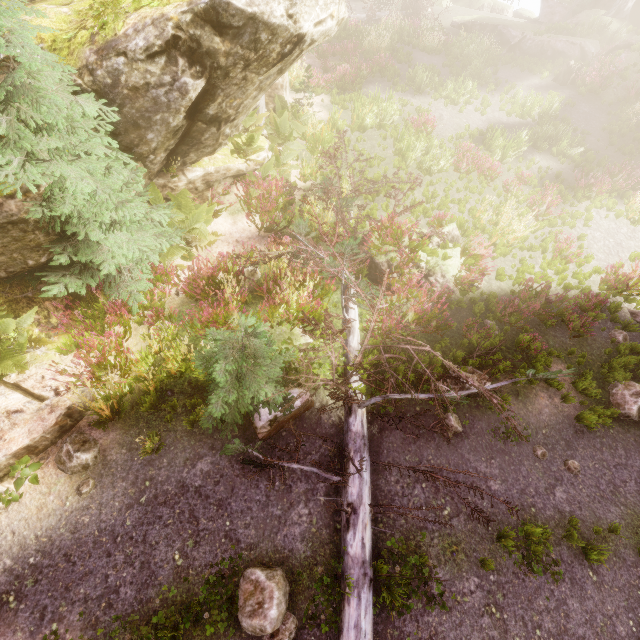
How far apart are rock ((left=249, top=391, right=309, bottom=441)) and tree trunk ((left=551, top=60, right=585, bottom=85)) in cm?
2226

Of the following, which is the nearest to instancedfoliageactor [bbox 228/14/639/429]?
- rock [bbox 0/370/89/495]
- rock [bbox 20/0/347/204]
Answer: rock [bbox 20/0/347/204]

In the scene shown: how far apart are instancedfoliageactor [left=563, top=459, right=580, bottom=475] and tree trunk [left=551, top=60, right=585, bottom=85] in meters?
21.4

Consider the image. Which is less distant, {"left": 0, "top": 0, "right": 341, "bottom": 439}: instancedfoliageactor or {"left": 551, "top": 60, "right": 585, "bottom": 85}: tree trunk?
{"left": 0, "top": 0, "right": 341, "bottom": 439}: instancedfoliageactor

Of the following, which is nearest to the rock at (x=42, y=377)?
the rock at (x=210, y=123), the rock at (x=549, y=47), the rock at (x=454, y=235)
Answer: the rock at (x=210, y=123)

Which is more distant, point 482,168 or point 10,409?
point 482,168

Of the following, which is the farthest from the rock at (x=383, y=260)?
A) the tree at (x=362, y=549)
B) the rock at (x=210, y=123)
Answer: the rock at (x=210, y=123)

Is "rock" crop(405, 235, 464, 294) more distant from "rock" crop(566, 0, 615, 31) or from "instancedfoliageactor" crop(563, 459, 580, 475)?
"rock" crop(566, 0, 615, 31)
